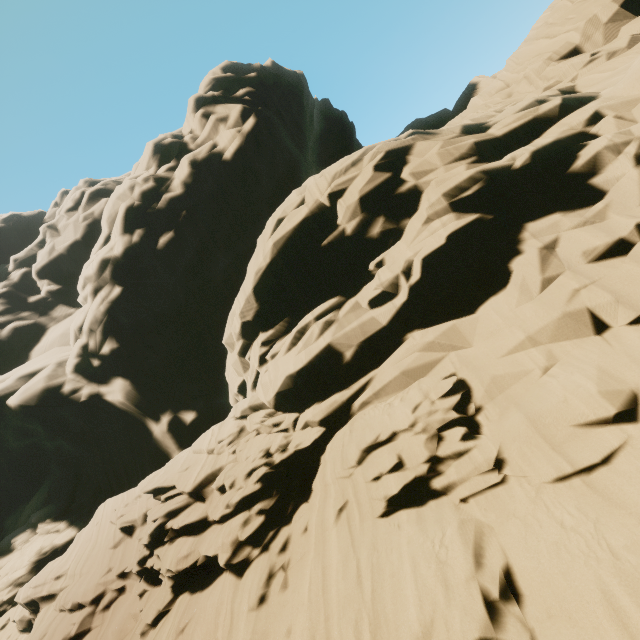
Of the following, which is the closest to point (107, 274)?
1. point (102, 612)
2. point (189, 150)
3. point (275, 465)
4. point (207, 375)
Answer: point (207, 375)
